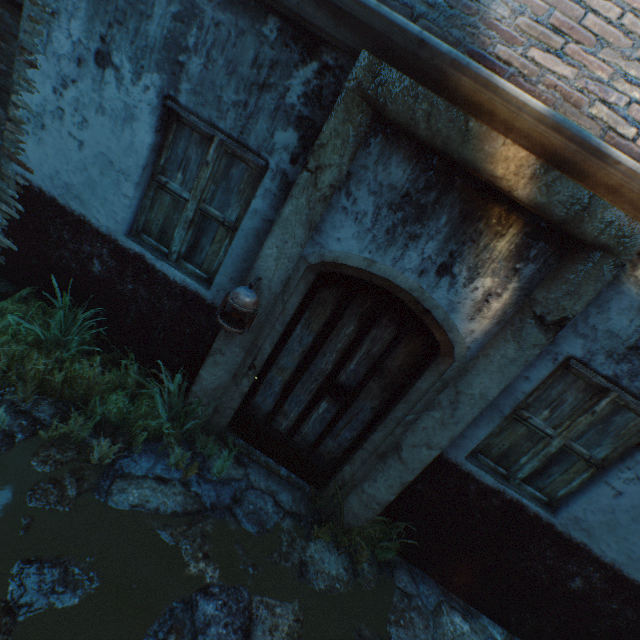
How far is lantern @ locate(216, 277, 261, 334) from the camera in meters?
2.6

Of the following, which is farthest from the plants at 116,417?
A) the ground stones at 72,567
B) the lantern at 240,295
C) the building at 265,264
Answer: the building at 265,264

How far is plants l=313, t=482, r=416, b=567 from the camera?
3.2 meters

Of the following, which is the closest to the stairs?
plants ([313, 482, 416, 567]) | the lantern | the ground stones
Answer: the ground stones

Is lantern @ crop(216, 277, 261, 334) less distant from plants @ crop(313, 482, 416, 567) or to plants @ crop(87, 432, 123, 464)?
plants @ crop(87, 432, 123, 464)

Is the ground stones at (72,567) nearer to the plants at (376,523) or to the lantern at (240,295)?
the plants at (376,523)

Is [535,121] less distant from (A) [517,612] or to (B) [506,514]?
(B) [506,514]

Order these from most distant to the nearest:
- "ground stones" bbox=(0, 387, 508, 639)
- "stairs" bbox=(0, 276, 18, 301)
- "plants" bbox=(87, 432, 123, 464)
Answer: "stairs" bbox=(0, 276, 18, 301) < "plants" bbox=(87, 432, 123, 464) < "ground stones" bbox=(0, 387, 508, 639)
